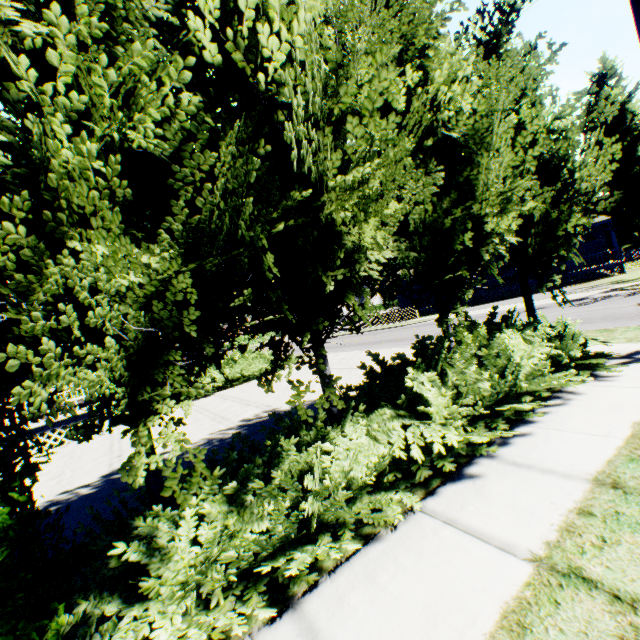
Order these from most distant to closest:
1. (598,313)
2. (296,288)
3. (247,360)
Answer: (247,360) < (598,313) < (296,288)

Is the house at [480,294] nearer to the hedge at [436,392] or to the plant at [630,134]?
the plant at [630,134]

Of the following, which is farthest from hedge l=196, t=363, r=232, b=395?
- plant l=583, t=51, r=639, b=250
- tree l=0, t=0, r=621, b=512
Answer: tree l=0, t=0, r=621, b=512

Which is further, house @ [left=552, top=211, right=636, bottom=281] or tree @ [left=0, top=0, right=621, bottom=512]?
house @ [left=552, top=211, right=636, bottom=281]

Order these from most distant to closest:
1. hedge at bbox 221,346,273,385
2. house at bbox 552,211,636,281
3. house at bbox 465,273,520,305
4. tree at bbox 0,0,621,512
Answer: house at bbox 465,273,520,305 → house at bbox 552,211,636,281 → hedge at bbox 221,346,273,385 → tree at bbox 0,0,621,512

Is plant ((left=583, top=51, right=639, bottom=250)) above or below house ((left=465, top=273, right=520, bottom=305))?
above

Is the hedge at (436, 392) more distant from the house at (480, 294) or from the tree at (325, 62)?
the house at (480, 294)

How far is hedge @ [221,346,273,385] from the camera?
15.8 meters
